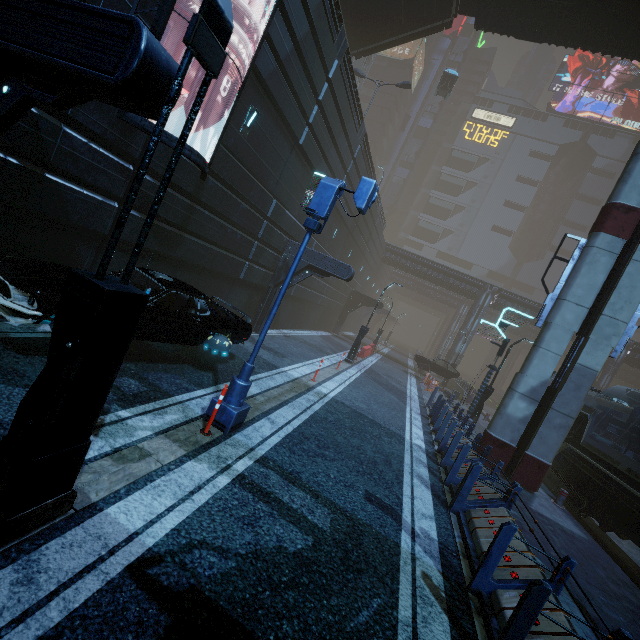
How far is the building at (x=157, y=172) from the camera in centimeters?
778cm

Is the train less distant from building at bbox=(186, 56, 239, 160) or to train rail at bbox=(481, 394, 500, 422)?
train rail at bbox=(481, 394, 500, 422)

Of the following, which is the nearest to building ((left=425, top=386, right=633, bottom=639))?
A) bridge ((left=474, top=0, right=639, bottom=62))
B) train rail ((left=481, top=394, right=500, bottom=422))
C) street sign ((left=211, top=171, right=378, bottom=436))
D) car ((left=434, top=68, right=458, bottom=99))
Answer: train rail ((left=481, top=394, right=500, bottom=422))

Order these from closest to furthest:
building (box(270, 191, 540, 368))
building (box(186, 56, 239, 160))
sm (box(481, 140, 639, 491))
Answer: building (box(186, 56, 239, 160)), sm (box(481, 140, 639, 491)), building (box(270, 191, 540, 368))

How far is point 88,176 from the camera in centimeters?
661cm

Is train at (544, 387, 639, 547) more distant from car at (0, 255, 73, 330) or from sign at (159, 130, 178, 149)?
sign at (159, 130, 178, 149)

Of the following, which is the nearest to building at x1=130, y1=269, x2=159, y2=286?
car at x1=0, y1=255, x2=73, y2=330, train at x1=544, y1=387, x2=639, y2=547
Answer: car at x1=0, y1=255, x2=73, y2=330

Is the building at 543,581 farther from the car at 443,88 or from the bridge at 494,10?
the bridge at 494,10
